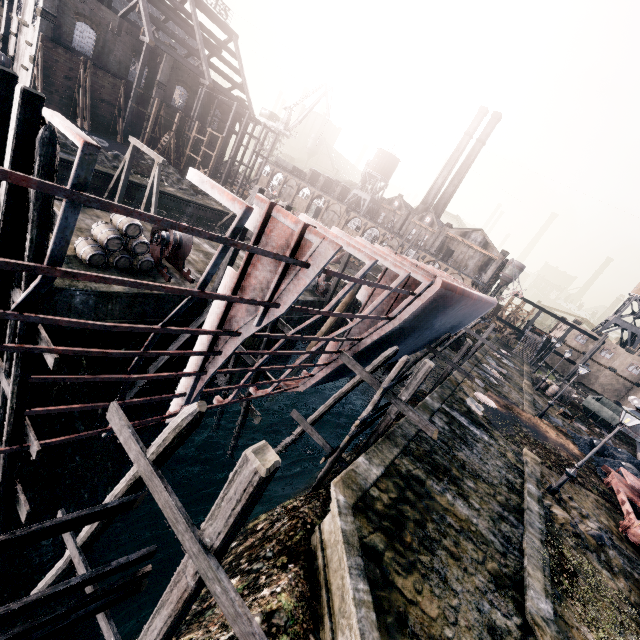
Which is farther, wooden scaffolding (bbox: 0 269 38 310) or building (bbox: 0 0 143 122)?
building (bbox: 0 0 143 122)

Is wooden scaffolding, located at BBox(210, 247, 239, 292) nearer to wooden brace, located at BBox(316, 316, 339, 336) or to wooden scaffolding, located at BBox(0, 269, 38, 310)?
wooden brace, located at BBox(316, 316, 339, 336)

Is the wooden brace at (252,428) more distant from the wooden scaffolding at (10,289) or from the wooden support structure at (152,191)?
the wooden support structure at (152,191)

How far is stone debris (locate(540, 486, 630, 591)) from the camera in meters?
13.3

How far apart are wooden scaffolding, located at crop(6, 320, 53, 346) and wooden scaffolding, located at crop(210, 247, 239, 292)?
8.32m

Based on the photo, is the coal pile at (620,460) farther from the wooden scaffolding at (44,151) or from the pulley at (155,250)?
the wooden scaffolding at (44,151)

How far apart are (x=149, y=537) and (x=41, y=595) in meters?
17.3
